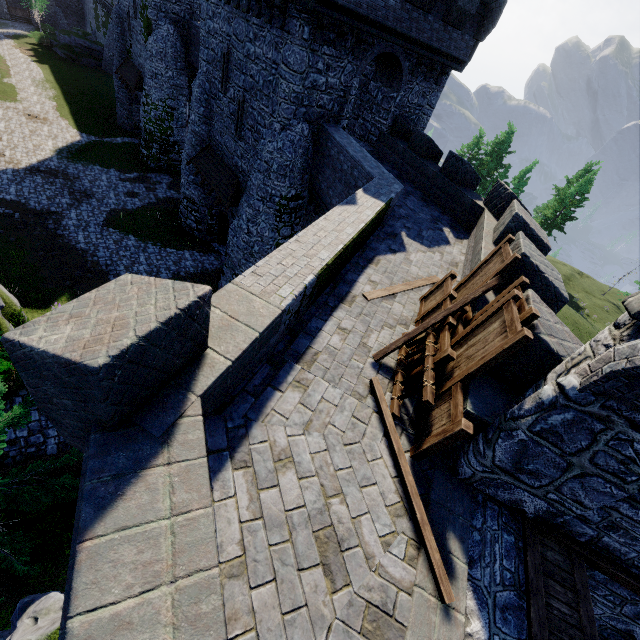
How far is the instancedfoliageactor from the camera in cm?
4038

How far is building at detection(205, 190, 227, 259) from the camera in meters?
21.3 m

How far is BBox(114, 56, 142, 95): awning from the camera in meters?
27.1

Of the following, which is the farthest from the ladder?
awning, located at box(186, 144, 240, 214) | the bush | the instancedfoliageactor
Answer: the instancedfoliageactor

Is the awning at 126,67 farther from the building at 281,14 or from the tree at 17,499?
the tree at 17,499

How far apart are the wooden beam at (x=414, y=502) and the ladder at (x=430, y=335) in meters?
0.1

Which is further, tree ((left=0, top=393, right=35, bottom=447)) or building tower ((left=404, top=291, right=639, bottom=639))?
tree ((left=0, top=393, right=35, bottom=447))

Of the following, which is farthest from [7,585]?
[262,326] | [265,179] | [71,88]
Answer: [71,88]
